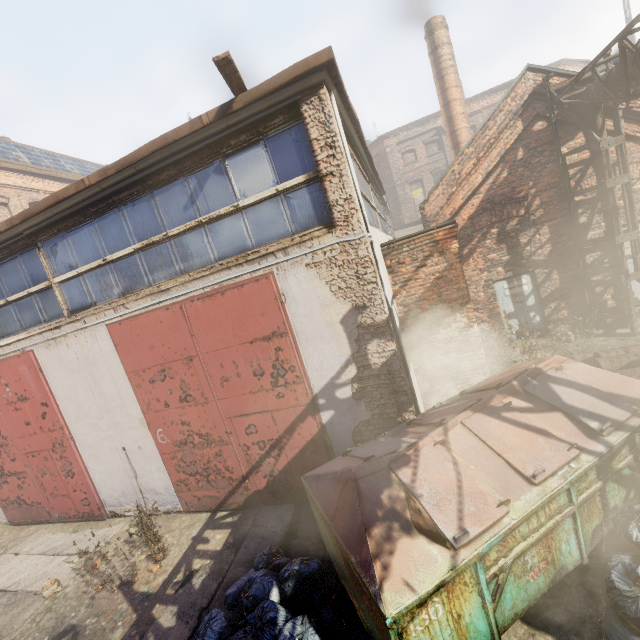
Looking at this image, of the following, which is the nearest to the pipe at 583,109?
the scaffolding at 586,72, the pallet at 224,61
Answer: the scaffolding at 586,72

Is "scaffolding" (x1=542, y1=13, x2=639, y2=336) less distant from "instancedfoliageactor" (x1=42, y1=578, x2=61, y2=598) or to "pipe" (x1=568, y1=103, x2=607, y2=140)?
"pipe" (x1=568, y1=103, x2=607, y2=140)

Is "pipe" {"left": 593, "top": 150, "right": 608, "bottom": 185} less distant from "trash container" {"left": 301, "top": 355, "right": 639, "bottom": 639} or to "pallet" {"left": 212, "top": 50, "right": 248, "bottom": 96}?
"trash container" {"left": 301, "top": 355, "right": 639, "bottom": 639}

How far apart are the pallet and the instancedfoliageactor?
8.88m

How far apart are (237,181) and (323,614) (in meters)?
5.97

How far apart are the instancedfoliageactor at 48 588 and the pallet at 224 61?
8.88m

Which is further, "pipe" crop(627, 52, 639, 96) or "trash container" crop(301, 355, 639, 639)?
"pipe" crop(627, 52, 639, 96)

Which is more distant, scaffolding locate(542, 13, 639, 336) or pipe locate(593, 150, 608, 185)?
pipe locate(593, 150, 608, 185)
